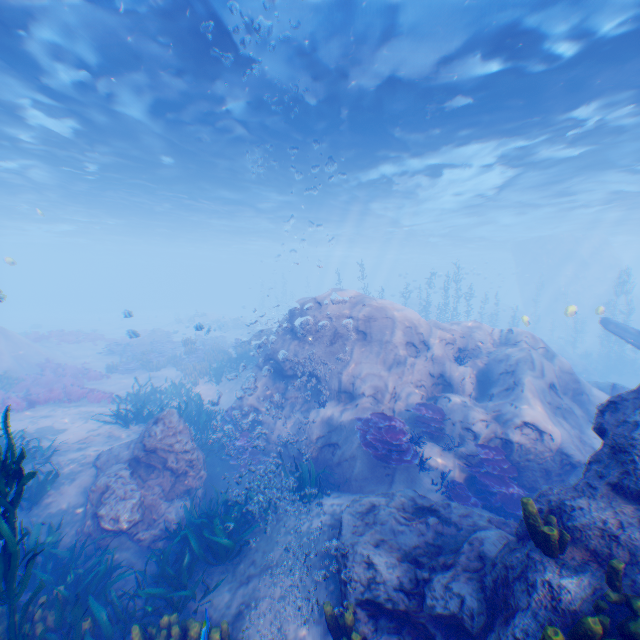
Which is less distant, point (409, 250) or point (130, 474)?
point (130, 474)

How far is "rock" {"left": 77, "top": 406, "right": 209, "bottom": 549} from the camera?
7.35m

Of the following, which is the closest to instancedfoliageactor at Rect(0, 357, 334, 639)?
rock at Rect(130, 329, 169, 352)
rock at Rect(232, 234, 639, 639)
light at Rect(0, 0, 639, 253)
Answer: rock at Rect(232, 234, 639, 639)

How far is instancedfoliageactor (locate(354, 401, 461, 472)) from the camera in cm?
812

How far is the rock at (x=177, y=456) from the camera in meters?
7.4

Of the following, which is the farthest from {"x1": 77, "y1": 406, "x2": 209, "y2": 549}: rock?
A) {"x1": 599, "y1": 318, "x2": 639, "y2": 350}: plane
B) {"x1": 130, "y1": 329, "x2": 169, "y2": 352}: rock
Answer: {"x1": 130, "y1": 329, "x2": 169, "y2": 352}: rock

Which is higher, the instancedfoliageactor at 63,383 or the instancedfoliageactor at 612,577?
the instancedfoliageactor at 612,577

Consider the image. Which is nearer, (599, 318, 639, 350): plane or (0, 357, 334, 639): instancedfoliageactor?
(0, 357, 334, 639): instancedfoliageactor
